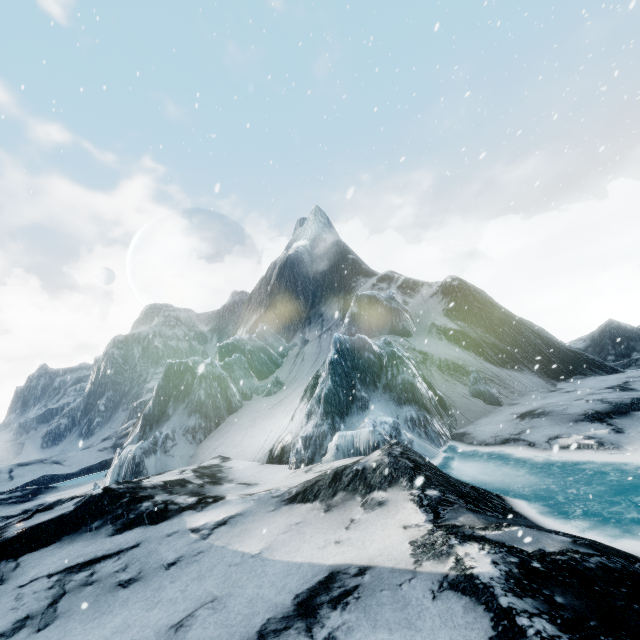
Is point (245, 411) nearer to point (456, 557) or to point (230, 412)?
point (230, 412)
